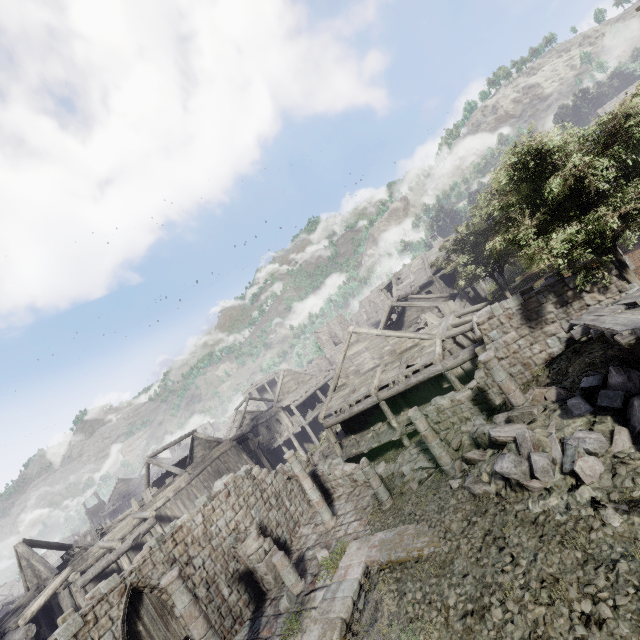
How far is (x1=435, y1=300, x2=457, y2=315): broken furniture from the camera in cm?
2327

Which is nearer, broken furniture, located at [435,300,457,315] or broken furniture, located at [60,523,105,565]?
broken furniture, located at [60,523,105,565]

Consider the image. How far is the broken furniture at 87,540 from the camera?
20.8m

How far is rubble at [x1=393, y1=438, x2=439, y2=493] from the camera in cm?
1373

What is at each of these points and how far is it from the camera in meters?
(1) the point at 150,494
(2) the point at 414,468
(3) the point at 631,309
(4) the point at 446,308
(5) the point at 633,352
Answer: (1) broken furniture, 23.6 m
(2) rubble, 14.2 m
(3) wooden plank rubble, 7.9 m
(4) broken furniture, 23.4 m
(5) building, 9.3 m

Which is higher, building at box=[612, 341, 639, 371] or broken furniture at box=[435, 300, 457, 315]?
broken furniture at box=[435, 300, 457, 315]

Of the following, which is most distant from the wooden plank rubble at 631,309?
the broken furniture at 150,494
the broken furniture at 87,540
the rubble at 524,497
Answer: the broken furniture at 87,540

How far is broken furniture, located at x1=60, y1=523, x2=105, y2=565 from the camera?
20.8m
